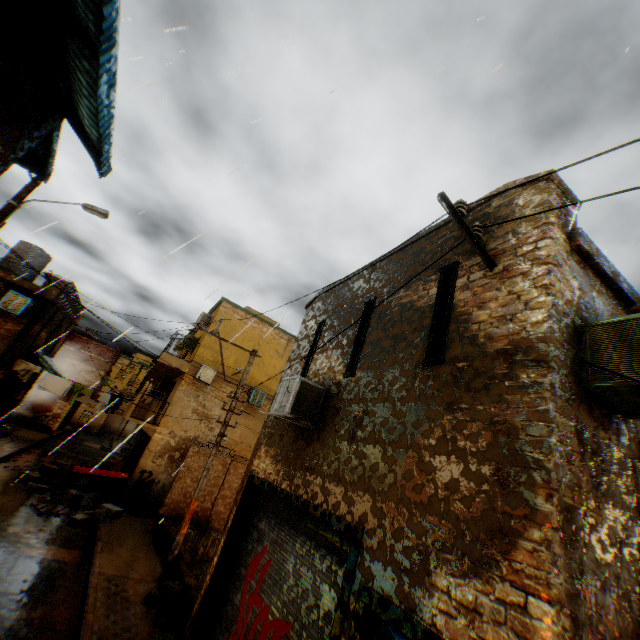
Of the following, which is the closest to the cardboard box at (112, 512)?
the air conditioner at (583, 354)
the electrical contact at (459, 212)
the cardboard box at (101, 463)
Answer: the cardboard box at (101, 463)

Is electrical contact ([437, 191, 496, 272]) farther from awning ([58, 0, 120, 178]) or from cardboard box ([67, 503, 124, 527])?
cardboard box ([67, 503, 124, 527])

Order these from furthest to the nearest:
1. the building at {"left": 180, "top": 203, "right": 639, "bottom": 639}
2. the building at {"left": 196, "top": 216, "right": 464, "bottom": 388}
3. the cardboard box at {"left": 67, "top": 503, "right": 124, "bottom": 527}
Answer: the cardboard box at {"left": 67, "top": 503, "right": 124, "bottom": 527}, the building at {"left": 196, "top": 216, "right": 464, "bottom": 388}, the building at {"left": 180, "top": 203, "right": 639, "bottom": 639}

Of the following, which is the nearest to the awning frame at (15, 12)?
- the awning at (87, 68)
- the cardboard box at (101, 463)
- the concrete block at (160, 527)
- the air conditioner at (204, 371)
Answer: the awning at (87, 68)

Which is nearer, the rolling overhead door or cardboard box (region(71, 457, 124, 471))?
the rolling overhead door

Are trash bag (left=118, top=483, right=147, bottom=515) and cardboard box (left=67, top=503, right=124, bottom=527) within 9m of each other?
yes

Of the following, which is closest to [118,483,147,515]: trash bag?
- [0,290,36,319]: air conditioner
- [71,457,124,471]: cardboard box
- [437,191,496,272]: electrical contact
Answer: [71,457,124,471]: cardboard box

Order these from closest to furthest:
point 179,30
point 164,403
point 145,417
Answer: point 179,30 < point 164,403 < point 145,417
